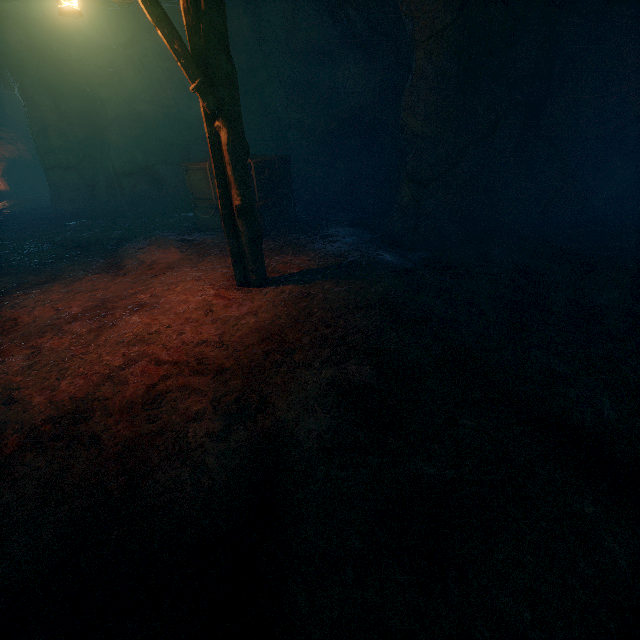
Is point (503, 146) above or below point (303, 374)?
above

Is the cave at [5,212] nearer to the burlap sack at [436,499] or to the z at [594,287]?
the burlap sack at [436,499]

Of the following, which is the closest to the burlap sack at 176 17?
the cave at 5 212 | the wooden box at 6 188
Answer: the cave at 5 212

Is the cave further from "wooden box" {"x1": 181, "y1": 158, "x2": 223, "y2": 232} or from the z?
the z

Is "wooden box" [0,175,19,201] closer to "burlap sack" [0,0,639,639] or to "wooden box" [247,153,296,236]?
"burlap sack" [0,0,639,639]

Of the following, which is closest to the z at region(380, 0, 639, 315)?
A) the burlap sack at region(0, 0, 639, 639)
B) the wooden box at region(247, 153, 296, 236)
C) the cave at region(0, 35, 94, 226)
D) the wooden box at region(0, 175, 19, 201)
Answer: the burlap sack at region(0, 0, 639, 639)

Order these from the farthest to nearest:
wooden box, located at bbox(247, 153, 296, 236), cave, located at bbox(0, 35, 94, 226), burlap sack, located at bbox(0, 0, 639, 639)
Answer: cave, located at bbox(0, 35, 94, 226) → wooden box, located at bbox(247, 153, 296, 236) → burlap sack, located at bbox(0, 0, 639, 639)

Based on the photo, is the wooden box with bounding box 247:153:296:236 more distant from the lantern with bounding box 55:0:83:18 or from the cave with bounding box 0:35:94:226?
the cave with bounding box 0:35:94:226
